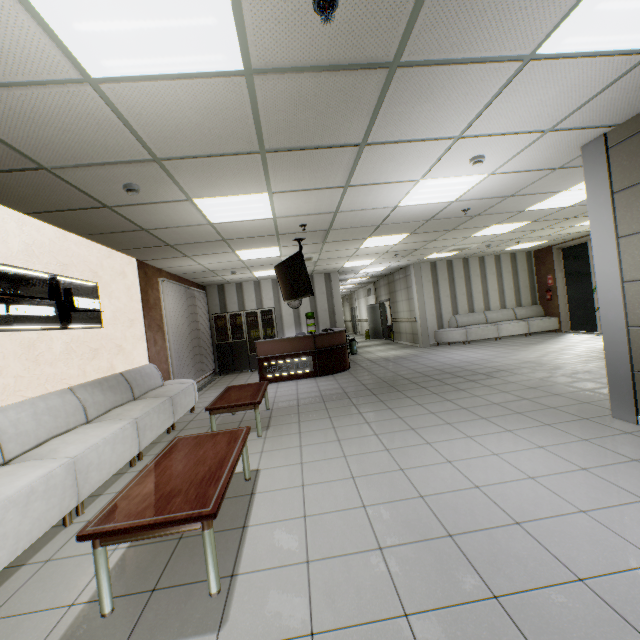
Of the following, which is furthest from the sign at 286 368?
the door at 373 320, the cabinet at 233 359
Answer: the door at 373 320

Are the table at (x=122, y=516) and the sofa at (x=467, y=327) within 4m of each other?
no

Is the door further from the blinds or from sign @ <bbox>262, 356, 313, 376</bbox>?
the blinds

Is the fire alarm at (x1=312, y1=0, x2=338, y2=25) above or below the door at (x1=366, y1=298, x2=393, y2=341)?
above

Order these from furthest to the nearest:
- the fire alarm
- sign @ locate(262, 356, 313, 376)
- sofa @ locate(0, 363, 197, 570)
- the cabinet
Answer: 1. the cabinet
2. sign @ locate(262, 356, 313, 376)
3. sofa @ locate(0, 363, 197, 570)
4. the fire alarm

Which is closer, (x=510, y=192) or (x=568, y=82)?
(x=568, y=82)

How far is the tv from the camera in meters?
5.9 m

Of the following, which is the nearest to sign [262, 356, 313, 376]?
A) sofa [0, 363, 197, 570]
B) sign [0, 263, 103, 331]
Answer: sofa [0, 363, 197, 570]
